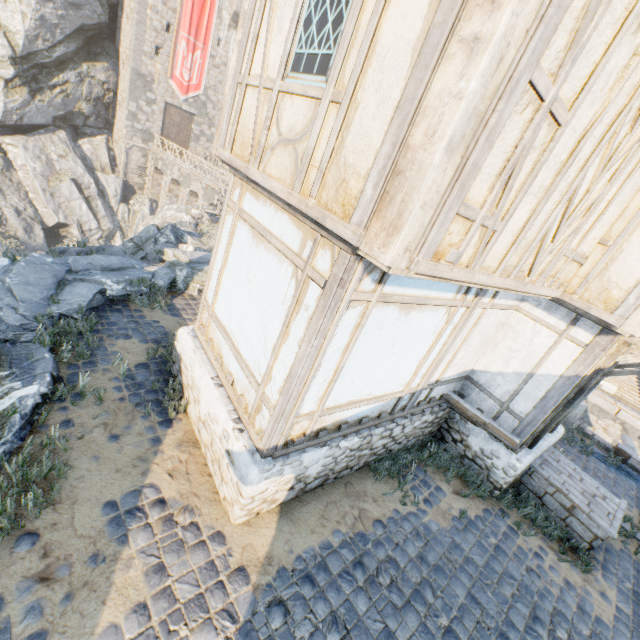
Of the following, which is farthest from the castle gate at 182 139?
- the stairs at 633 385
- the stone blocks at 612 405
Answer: the stairs at 633 385

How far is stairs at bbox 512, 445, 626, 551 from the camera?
6.0 meters

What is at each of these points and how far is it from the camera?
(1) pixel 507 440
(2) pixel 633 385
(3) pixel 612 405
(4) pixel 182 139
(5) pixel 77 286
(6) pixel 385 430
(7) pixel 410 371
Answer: (1) stairs, 6.0 meters
(2) stairs, 16.4 meters
(3) stone blocks, 14.6 meters
(4) castle gate, 31.2 meters
(5) rock, 7.1 meters
(6) stone foundation, 5.6 meters
(7) building, 5.2 meters

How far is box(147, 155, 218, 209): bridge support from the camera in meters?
26.0 m

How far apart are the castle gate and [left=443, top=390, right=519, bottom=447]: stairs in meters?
34.0 m

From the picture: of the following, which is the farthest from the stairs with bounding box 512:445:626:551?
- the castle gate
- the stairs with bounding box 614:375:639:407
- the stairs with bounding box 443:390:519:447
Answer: the castle gate

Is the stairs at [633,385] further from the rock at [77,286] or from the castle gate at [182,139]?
the castle gate at [182,139]

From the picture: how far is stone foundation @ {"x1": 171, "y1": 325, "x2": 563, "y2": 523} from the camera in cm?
421
